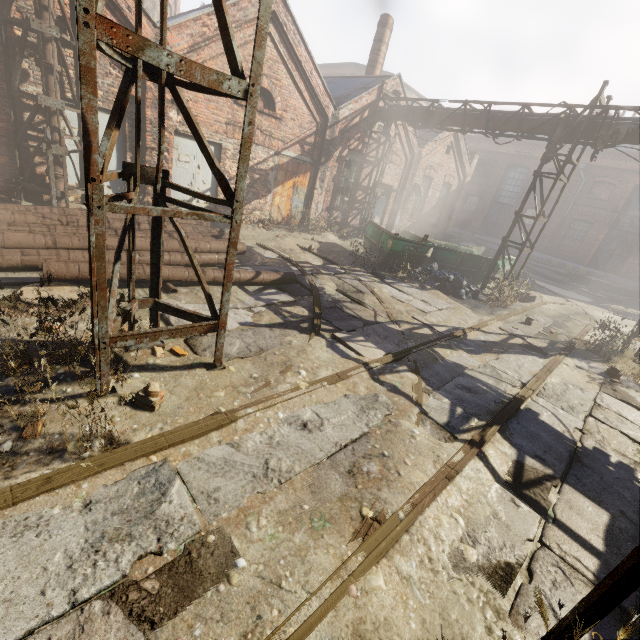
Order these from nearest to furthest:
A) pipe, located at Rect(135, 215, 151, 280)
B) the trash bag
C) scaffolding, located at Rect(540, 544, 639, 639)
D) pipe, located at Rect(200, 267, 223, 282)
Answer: scaffolding, located at Rect(540, 544, 639, 639)
pipe, located at Rect(135, 215, 151, 280)
pipe, located at Rect(200, 267, 223, 282)
the trash bag

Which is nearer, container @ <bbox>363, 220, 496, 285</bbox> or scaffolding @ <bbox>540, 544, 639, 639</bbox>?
scaffolding @ <bbox>540, 544, 639, 639</bbox>

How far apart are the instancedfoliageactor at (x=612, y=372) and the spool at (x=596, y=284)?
16.8 meters

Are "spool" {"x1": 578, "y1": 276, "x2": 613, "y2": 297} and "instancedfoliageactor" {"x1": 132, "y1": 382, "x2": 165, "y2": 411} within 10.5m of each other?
no

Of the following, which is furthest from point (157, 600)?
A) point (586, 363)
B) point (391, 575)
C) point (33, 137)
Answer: point (33, 137)

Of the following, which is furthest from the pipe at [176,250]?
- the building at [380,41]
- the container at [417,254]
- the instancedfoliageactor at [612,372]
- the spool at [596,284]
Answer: the spool at [596,284]

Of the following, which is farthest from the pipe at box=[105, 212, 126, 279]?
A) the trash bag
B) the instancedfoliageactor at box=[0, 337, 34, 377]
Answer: the trash bag

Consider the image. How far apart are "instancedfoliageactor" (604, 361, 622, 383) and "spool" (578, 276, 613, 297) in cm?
1677
